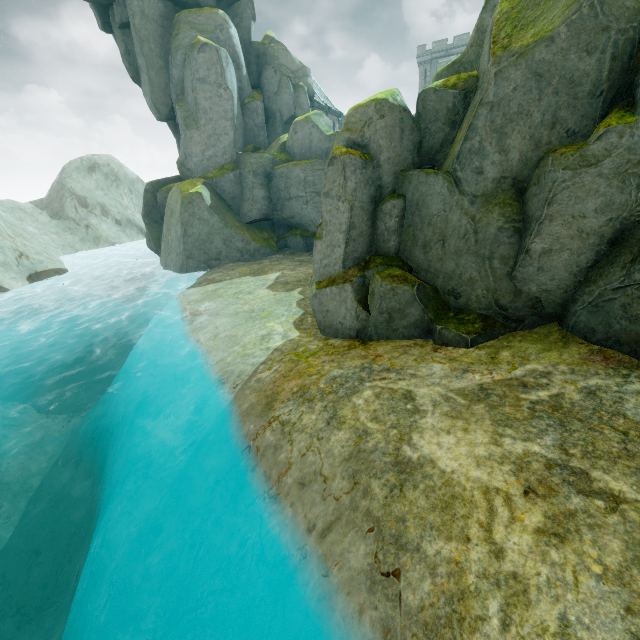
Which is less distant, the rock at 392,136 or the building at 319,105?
the rock at 392,136

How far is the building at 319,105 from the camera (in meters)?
36.81

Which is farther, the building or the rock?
the building

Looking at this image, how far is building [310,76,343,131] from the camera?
36.8m

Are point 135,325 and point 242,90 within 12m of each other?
no
